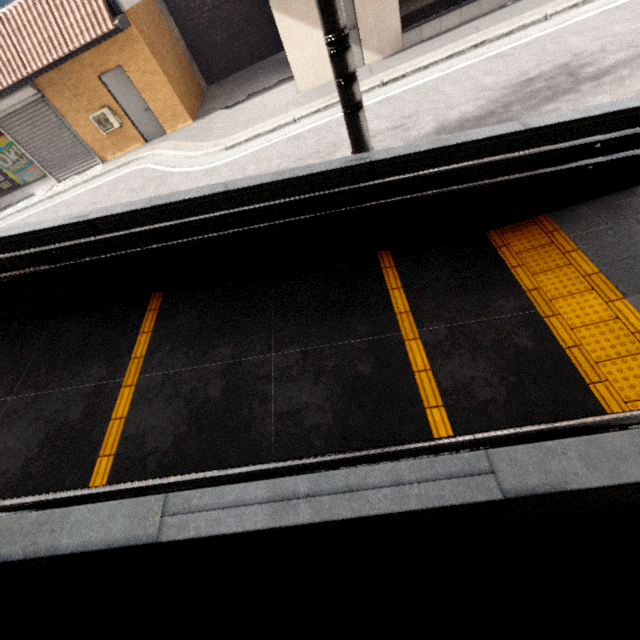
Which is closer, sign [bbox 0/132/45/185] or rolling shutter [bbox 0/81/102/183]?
rolling shutter [bbox 0/81/102/183]

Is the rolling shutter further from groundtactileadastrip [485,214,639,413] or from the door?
groundtactileadastrip [485,214,639,413]

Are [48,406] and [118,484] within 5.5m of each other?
yes

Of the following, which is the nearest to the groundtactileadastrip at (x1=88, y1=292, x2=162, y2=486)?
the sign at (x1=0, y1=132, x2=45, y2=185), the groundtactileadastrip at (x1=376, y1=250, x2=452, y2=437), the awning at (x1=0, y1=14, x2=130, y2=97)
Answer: the groundtactileadastrip at (x1=376, y1=250, x2=452, y2=437)

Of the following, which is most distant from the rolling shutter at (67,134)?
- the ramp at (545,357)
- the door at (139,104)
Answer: the ramp at (545,357)

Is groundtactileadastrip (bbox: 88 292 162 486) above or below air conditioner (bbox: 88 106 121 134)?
below

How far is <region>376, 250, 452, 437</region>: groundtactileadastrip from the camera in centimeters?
270cm

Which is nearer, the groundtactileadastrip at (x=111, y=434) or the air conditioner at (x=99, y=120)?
the groundtactileadastrip at (x=111, y=434)
